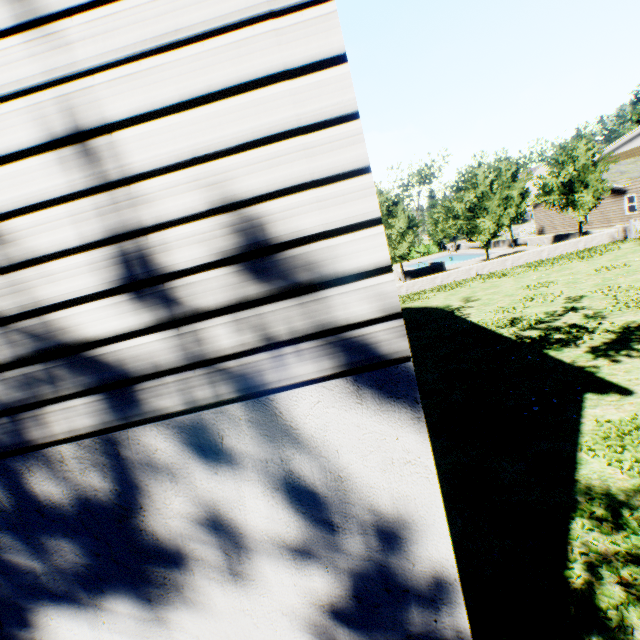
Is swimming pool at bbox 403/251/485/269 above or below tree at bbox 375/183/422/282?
below

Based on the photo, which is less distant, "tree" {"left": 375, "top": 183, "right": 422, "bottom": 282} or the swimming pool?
"tree" {"left": 375, "top": 183, "right": 422, "bottom": 282}

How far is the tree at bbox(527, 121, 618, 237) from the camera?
22.02m

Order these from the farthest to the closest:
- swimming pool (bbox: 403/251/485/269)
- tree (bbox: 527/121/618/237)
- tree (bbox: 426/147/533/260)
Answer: swimming pool (bbox: 403/251/485/269) → tree (bbox: 426/147/533/260) → tree (bbox: 527/121/618/237)

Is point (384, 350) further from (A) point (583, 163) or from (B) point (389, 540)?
(A) point (583, 163)

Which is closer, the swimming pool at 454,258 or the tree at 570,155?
the tree at 570,155

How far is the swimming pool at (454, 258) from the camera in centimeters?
3716cm
